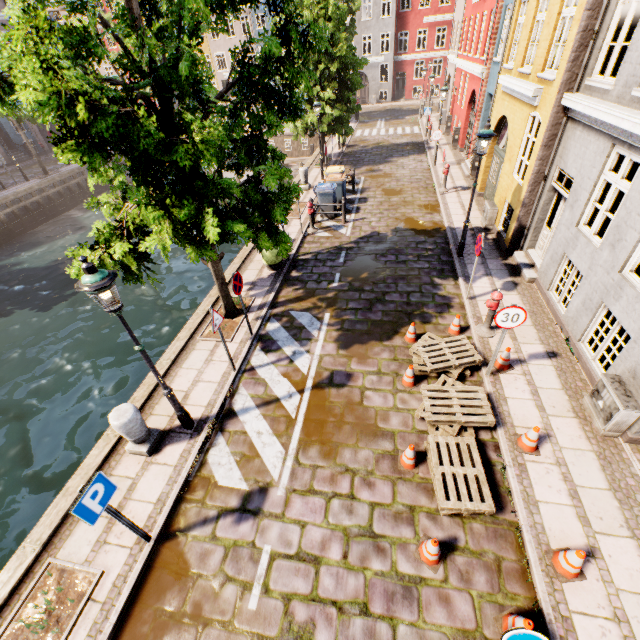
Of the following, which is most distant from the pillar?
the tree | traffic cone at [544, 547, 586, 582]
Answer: traffic cone at [544, 547, 586, 582]

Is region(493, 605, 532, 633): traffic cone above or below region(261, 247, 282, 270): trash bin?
below

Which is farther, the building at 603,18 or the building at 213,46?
the building at 213,46

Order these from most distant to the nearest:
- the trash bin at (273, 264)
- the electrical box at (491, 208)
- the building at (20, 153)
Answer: the building at (20, 153), the electrical box at (491, 208), the trash bin at (273, 264)

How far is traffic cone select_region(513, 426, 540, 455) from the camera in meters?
5.5

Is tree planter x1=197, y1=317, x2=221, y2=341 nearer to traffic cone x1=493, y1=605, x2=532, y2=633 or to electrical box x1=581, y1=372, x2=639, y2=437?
traffic cone x1=493, y1=605, x2=532, y2=633

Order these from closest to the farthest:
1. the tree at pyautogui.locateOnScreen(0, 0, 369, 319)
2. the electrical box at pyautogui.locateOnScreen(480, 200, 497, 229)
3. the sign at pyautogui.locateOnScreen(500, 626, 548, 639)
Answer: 1. the sign at pyautogui.locateOnScreen(500, 626, 548, 639)
2. the tree at pyautogui.locateOnScreen(0, 0, 369, 319)
3. the electrical box at pyautogui.locateOnScreen(480, 200, 497, 229)

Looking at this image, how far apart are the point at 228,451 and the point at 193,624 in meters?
2.5
